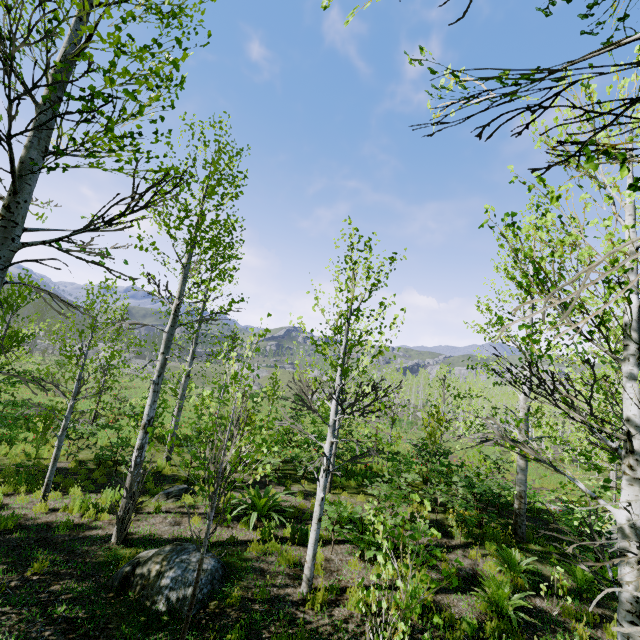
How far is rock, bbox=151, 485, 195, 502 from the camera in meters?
9.4

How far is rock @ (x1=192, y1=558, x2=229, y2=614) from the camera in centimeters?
534cm

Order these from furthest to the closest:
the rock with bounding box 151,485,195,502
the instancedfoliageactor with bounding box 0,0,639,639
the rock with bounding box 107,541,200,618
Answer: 1. the rock with bounding box 151,485,195,502
2. the rock with bounding box 107,541,200,618
3. the instancedfoliageactor with bounding box 0,0,639,639

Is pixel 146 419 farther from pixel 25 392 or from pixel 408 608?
pixel 25 392

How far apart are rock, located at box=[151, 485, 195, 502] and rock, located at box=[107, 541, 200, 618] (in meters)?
2.94

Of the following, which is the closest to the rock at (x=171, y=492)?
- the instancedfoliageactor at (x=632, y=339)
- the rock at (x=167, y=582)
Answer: the instancedfoliageactor at (x=632, y=339)

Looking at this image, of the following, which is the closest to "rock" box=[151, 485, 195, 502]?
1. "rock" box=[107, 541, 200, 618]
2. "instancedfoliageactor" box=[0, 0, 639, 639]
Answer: "instancedfoliageactor" box=[0, 0, 639, 639]
